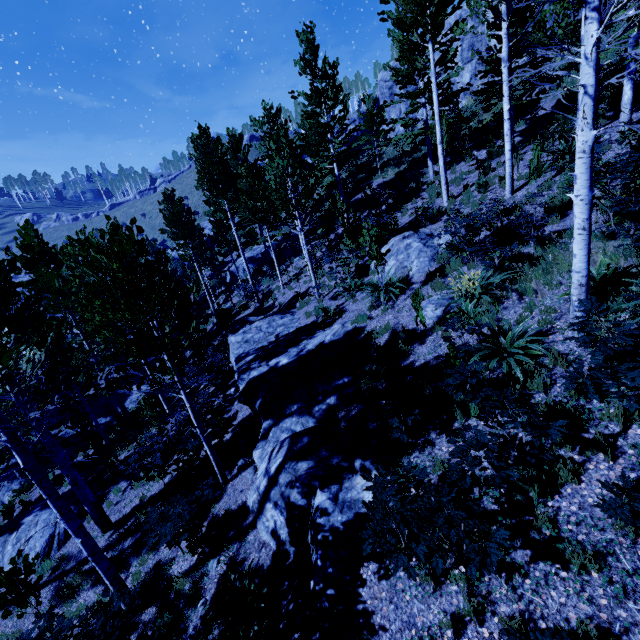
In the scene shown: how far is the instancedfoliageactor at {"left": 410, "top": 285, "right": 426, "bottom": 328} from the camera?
7.73m

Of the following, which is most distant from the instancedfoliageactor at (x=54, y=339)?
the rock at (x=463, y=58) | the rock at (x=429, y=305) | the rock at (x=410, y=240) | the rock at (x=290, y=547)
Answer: the rock at (x=463, y=58)

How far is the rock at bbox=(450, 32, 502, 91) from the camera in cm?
2467

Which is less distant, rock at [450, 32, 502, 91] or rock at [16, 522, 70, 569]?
rock at [16, 522, 70, 569]

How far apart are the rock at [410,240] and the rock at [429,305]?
2.2m

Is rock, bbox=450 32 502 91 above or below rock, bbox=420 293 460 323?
above

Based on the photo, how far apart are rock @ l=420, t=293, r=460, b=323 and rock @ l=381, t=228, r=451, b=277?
2.2 meters

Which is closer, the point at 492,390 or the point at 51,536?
the point at 492,390
